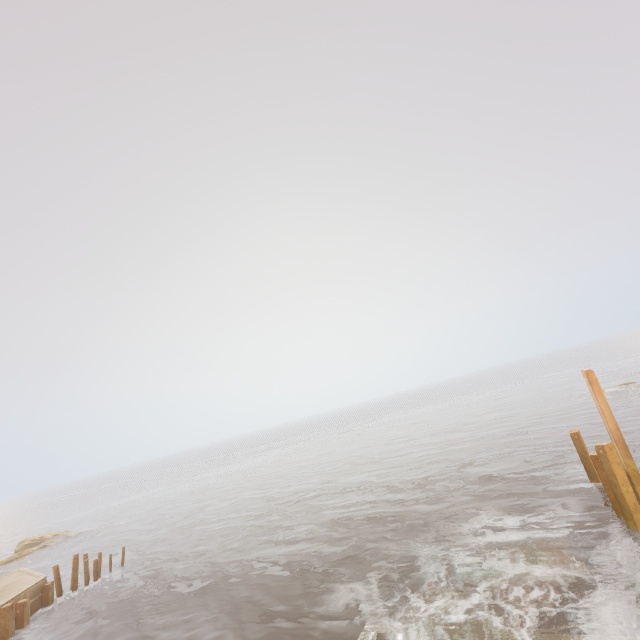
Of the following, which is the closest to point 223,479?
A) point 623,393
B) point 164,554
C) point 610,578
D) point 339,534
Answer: point 164,554

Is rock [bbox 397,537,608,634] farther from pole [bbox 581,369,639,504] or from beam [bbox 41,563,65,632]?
beam [bbox 41,563,65,632]

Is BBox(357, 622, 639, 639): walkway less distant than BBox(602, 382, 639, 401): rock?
Yes

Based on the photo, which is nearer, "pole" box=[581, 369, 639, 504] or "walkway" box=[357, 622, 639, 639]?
"walkway" box=[357, 622, 639, 639]

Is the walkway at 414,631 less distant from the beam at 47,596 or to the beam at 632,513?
the beam at 632,513

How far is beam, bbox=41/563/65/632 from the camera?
16.9m

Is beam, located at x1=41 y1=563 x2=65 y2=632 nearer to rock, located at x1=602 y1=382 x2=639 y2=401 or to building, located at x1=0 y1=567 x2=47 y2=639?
building, located at x1=0 y1=567 x2=47 y2=639

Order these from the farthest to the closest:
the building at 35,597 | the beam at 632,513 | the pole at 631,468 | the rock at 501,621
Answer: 1. the building at 35,597
2. the pole at 631,468
3. the beam at 632,513
4. the rock at 501,621
